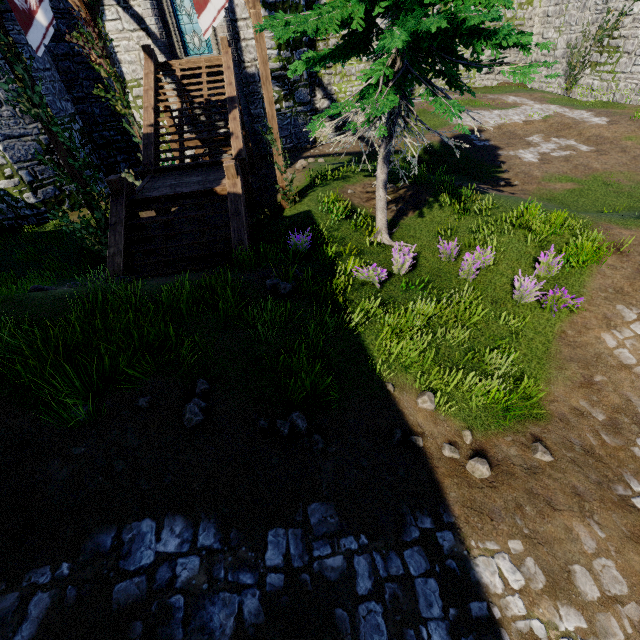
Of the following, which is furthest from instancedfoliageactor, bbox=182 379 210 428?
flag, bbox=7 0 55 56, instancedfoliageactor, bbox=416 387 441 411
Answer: flag, bbox=7 0 55 56

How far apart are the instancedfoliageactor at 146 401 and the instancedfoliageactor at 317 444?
2.14m

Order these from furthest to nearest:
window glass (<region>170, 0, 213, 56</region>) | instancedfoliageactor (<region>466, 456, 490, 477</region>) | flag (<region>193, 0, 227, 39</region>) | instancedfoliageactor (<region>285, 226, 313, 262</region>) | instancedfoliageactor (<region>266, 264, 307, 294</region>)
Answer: window glass (<region>170, 0, 213, 56</region>)
instancedfoliageactor (<region>285, 226, 313, 262</region>)
flag (<region>193, 0, 227, 39</region>)
instancedfoliageactor (<region>266, 264, 307, 294</region>)
instancedfoliageactor (<region>466, 456, 490, 477</region>)

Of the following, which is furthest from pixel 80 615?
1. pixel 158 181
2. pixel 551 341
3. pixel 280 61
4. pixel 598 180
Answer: pixel 280 61

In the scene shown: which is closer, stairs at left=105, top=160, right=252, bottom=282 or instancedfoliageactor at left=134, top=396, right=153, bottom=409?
instancedfoliageactor at left=134, top=396, right=153, bottom=409

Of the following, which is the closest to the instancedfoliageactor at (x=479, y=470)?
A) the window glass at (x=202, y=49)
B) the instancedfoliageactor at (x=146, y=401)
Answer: the instancedfoliageactor at (x=146, y=401)

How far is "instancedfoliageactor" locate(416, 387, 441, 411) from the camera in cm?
503

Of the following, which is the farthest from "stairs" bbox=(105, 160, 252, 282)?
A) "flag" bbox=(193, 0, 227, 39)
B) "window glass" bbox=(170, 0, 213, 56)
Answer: "window glass" bbox=(170, 0, 213, 56)
